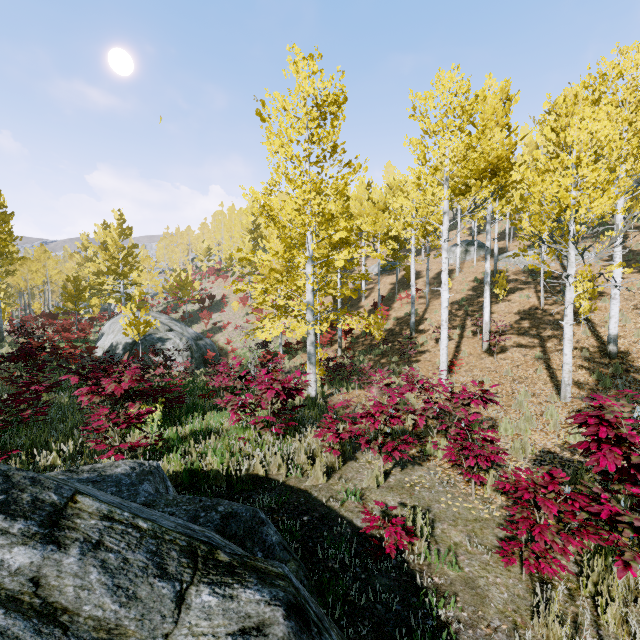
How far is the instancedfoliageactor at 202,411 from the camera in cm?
715

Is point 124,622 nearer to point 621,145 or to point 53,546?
point 53,546

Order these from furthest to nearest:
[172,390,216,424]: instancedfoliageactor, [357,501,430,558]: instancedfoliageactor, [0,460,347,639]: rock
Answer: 1. [172,390,216,424]: instancedfoliageactor
2. [357,501,430,558]: instancedfoliageactor
3. [0,460,347,639]: rock

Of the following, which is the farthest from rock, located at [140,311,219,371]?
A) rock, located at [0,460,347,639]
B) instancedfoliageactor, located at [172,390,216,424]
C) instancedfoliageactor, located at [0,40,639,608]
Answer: rock, located at [0,460,347,639]

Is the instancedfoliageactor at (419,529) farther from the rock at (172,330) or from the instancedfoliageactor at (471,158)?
the rock at (172,330)

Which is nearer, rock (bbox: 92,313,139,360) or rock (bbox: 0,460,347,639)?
rock (bbox: 0,460,347,639)

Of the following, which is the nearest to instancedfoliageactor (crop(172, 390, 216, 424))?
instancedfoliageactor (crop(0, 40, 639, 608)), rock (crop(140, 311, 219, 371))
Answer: instancedfoliageactor (crop(0, 40, 639, 608))

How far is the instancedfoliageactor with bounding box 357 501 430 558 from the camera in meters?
3.2 m
